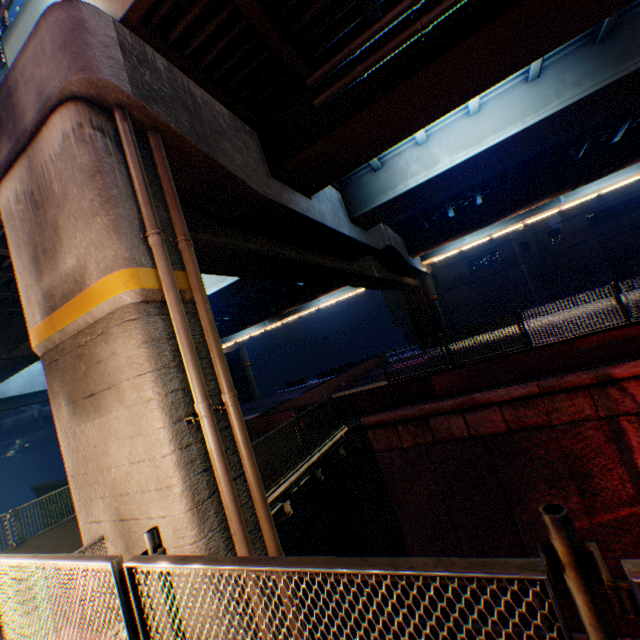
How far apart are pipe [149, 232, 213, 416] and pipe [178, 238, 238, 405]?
0.28m

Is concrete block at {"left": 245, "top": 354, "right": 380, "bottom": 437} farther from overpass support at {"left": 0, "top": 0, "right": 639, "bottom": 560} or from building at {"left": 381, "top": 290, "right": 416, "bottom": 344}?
building at {"left": 381, "top": 290, "right": 416, "bottom": 344}

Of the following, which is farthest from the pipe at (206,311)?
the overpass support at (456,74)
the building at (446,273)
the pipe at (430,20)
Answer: the building at (446,273)

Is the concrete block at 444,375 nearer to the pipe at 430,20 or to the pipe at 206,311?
the pipe at 206,311

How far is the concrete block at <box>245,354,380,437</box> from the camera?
14.8 meters

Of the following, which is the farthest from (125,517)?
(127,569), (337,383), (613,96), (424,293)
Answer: (424,293)

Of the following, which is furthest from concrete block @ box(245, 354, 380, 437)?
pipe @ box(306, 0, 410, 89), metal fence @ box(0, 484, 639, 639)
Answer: pipe @ box(306, 0, 410, 89)

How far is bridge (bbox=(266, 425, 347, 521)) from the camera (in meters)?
8.59
